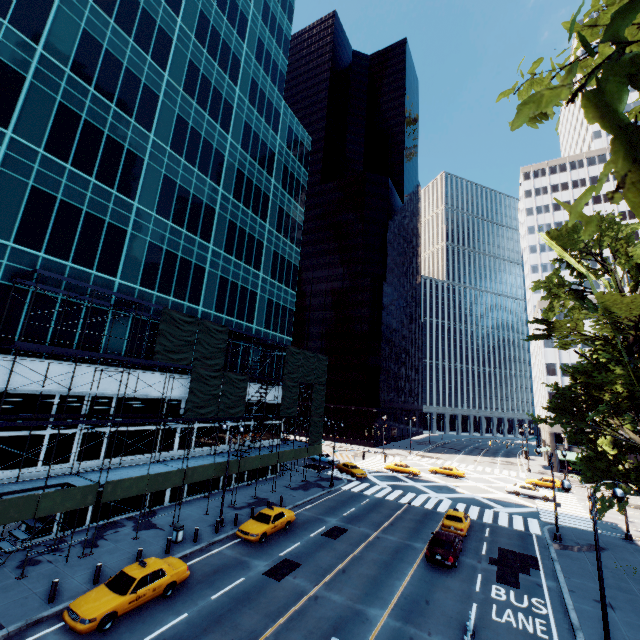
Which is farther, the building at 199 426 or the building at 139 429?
the building at 199 426

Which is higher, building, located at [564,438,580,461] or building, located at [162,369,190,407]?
building, located at [162,369,190,407]

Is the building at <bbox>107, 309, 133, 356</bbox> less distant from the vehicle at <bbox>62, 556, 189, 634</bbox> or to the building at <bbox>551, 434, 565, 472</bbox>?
the vehicle at <bbox>62, 556, 189, 634</bbox>

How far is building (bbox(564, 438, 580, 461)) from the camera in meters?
56.7 m

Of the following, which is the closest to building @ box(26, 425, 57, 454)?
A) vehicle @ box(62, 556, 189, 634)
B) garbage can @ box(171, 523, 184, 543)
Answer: garbage can @ box(171, 523, 184, 543)

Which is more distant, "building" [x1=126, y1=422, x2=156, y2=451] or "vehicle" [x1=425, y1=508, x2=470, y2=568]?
"building" [x1=126, y1=422, x2=156, y2=451]

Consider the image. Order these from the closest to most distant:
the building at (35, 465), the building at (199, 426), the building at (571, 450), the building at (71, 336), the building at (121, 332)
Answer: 1. the building at (35, 465)
2. the building at (71, 336)
3. the building at (121, 332)
4. the building at (199, 426)
5. the building at (571, 450)

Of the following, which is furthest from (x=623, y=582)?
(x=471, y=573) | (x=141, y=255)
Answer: (x=141, y=255)
